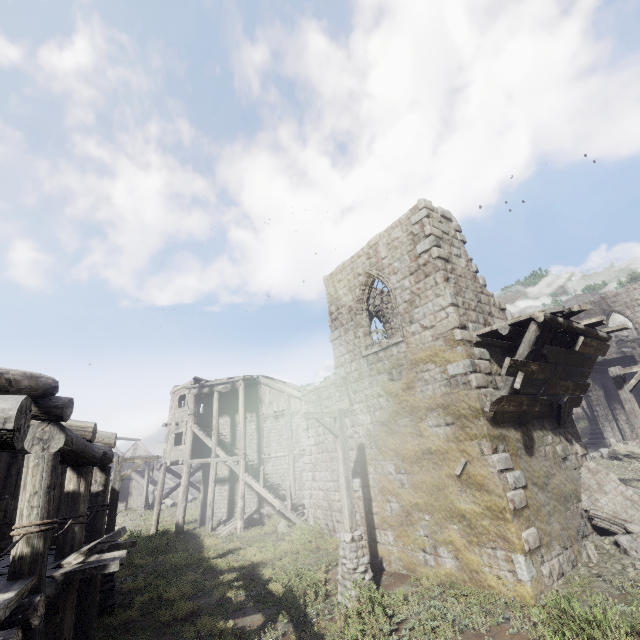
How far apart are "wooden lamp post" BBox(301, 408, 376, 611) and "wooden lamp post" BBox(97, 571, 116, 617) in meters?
6.0

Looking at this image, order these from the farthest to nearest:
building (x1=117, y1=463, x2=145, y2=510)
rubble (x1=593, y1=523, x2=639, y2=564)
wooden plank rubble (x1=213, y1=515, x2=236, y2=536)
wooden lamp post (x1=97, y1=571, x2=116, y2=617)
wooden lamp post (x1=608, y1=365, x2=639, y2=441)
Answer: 1. building (x1=117, y1=463, x2=145, y2=510)
2. wooden plank rubble (x1=213, y1=515, x2=236, y2=536)
3. wooden lamp post (x1=608, y1=365, x2=639, y2=441)
4. wooden lamp post (x1=97, y1=571, x2=116, y2=617)
5. rubble (x1=593, y1=523, x2=639, y2=564)

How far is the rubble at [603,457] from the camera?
17.9 meters

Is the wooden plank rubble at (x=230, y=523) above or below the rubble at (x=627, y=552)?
below

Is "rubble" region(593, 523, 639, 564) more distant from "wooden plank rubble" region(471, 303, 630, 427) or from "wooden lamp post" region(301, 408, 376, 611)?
"wooden lamp post" region(301, 408, 376, 611)

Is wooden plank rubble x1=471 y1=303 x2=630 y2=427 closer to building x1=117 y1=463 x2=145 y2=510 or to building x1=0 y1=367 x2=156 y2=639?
building x1=0 y1=367 x2=156 y2=639

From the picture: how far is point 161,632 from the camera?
8.9m

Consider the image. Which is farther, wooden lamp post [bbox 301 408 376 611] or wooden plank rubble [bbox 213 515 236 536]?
wooden plank rubble [bbox 213 515 236 536]
